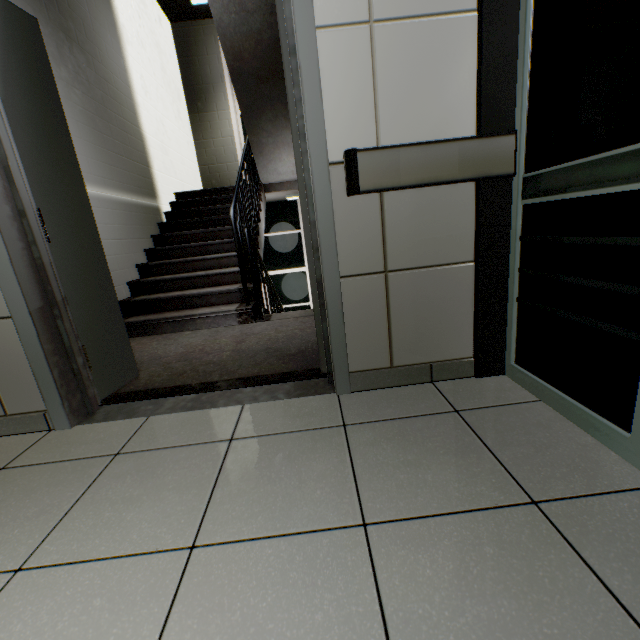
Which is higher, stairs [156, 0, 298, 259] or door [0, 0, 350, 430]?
stairs [156, 0, 298, 259]

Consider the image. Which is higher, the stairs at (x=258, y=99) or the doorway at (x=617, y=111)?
the stairs at (x=258, y=99)

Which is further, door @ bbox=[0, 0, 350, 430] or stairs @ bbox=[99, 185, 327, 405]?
stairs @ bbox=[99, 185, 327, 405]

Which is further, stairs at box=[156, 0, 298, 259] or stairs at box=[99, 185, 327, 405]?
stairs at box=[156, 0, 298, 259]

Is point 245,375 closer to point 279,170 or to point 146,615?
point 146,615

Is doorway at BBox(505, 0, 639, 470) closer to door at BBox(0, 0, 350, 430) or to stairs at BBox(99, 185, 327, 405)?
stairs at BBox(99, 185, 327, 405)

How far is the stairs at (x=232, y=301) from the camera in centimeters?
205cm

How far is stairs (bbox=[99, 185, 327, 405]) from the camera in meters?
2.0 m
